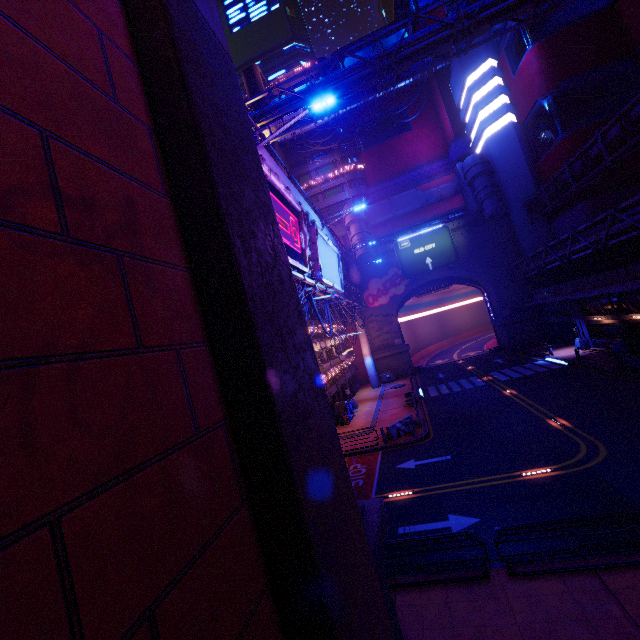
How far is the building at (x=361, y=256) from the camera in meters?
42.3

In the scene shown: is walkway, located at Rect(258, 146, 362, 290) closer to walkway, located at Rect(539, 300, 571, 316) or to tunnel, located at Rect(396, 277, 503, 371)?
tunnel, located at Rect(396, 277, 503, 371)

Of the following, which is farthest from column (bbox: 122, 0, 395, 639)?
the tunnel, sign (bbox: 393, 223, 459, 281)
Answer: the tunnel

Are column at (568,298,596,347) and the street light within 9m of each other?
yes

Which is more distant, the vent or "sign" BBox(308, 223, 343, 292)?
the vent

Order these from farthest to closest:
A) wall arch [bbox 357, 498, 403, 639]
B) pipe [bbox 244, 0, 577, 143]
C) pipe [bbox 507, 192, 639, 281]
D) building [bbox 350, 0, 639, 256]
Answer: building [bbox 350, 0, 639, 256]
pipe [bbox 507, 192, 639, 281]
pipe [bbox 244, 0, 577, 143]
wall arch [bbox 357, 498, 403, 639]

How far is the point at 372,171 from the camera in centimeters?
5706cm

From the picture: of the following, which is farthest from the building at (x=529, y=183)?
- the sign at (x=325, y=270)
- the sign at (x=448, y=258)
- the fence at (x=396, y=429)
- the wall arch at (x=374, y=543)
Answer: the fence at (x=396, y=429)
